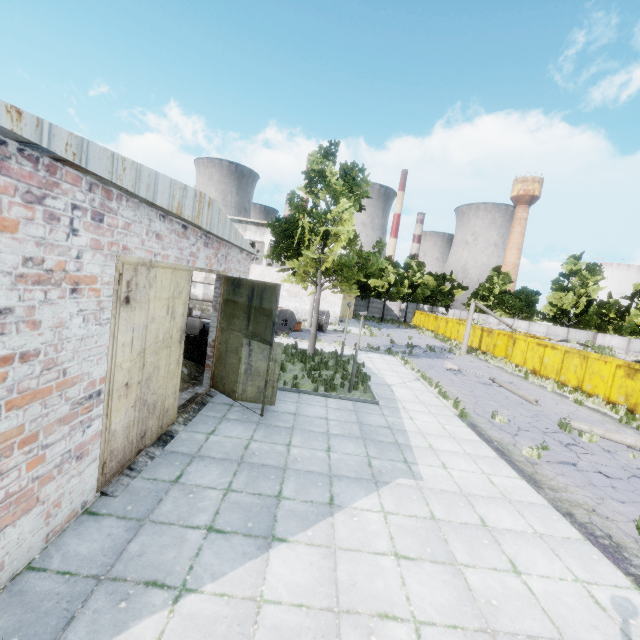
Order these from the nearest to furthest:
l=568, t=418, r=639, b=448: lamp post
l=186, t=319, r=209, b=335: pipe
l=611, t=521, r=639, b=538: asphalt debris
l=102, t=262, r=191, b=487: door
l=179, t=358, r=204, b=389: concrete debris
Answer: l=102, t=262, r=191, b=487: door, l=611, t=521, r=639, b=538: asphalt debris, l=179, t=358, r=204, b=389: concrete debris, l=568, t=418, r=639, b=448: lamp post, l=186, t=319, r=209, b=335: pipe

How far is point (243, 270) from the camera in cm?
1292

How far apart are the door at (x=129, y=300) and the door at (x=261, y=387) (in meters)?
1.98

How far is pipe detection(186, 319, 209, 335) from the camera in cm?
1609

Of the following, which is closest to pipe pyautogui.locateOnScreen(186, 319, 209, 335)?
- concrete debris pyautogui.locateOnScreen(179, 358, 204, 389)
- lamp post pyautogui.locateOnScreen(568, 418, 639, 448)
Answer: concrete debris pyautogui.locateOnScreen(179, 358, 204, 389)

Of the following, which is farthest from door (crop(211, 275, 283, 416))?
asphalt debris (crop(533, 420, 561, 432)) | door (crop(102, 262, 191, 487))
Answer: asphalt debris (crop(533, 420, 561, 432))

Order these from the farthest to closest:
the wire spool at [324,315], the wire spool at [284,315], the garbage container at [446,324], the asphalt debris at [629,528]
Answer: the garbage container at [446,324] < the wire spool at [324,315] < the wire spool at [284,315] < the asphalt debris at [629,528]

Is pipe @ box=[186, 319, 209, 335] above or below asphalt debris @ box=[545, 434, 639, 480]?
above
